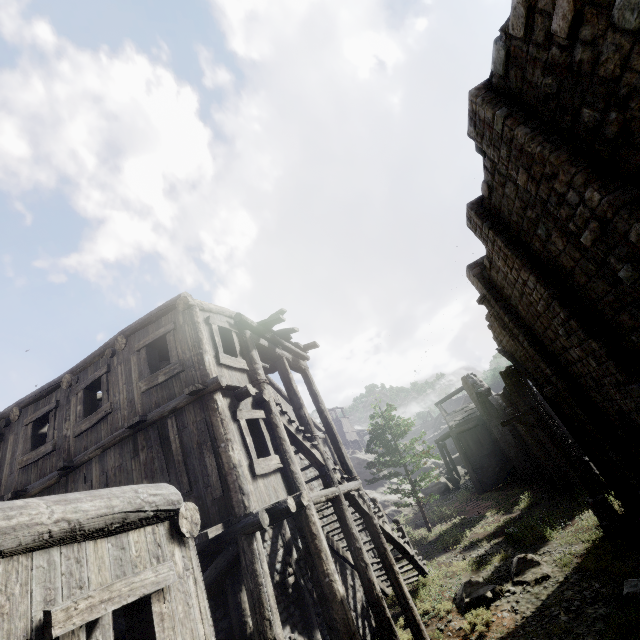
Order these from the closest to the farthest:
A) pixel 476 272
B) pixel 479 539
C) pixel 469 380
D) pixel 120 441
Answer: pixel 120 441 < pixel 476 272 < pixel 479 539 < pixel 469 380

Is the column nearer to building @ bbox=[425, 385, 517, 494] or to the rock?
building @ bbox=[425, 385, 517, 494]

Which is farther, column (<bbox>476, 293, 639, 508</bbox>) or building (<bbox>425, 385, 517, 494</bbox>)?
building (<bbox>425, 385, 517, 494</bbox>)

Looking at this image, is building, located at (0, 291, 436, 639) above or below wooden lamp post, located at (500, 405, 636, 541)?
above

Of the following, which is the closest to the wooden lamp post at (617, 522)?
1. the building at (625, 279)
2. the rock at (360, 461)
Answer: the building at (625, 279)

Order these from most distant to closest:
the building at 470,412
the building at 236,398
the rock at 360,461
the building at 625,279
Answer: the rock at 360,461 → the building at 470,412 → the building at 625,279 → the building at 236,398

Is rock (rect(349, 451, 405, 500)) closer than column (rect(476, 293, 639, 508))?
No
